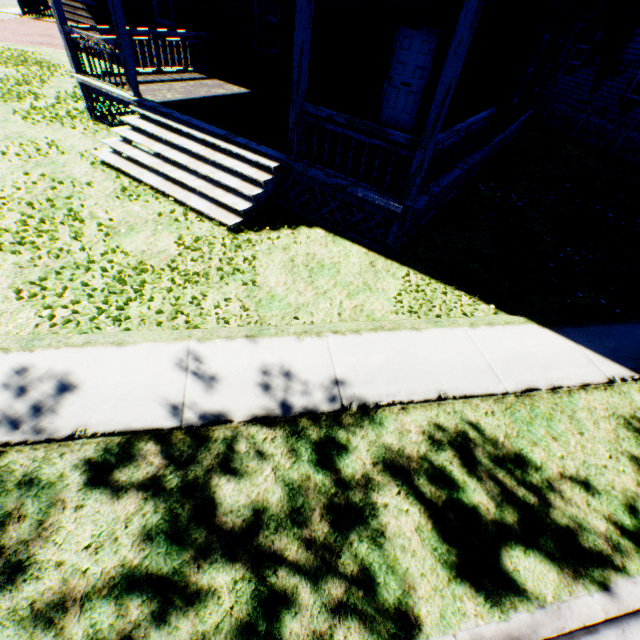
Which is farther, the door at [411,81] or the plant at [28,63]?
the plant at [28,63]

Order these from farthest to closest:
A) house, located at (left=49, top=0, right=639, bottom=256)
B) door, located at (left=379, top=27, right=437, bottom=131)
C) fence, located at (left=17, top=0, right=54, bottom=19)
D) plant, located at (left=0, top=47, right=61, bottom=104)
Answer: fence, located at (left=17, top=0, right=54, bottom=19)
plant, located at (left=0, top=47, right=61, bottom=104)
door, located at (left=379, top=27, right=437, bottom=131)
house, located at (left=49, top=0, right=639, bottom=256)

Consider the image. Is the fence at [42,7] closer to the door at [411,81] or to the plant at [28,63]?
the plant at [28,63]

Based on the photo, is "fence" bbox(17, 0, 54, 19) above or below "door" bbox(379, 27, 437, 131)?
below

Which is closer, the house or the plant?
the house

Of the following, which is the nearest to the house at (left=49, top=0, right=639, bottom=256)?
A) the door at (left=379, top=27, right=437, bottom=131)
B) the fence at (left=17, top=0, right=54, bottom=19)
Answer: the door at (left=379, top=27, right=437, bottom=131)

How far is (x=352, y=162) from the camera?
7.00m

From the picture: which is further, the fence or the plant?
the fence
